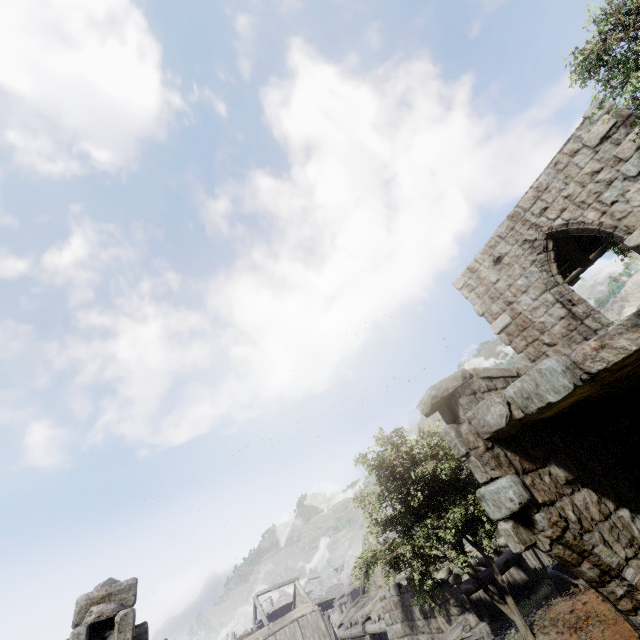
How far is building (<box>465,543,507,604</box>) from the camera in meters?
16.0

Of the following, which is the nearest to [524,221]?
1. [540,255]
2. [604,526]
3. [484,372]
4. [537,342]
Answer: [540,255]

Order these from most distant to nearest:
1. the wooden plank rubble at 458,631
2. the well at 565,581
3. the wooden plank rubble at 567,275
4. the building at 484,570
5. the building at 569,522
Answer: the building at 484,570 → the well at 565,581 → the wooden plank rubble at 567,275 → the wooden plank rubble at 458,631 → the building at 569,522

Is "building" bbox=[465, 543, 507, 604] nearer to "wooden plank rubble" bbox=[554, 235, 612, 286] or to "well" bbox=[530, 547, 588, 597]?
"wooden plank rubble" bbox=[554, 235, 612, 286]

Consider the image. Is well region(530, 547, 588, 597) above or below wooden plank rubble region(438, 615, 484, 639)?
below

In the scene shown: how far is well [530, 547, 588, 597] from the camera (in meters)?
11.36

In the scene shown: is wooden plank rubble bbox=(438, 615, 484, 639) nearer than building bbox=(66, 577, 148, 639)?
No

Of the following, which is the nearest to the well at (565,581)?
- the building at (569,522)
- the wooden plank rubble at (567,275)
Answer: the building at (569,522)
